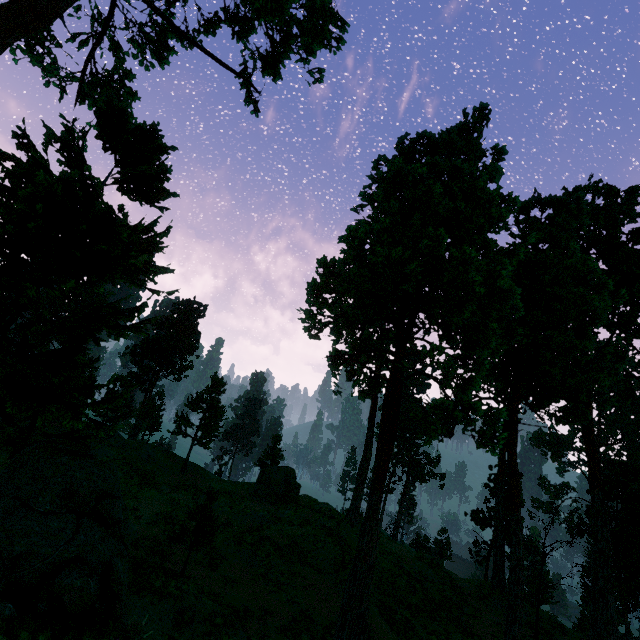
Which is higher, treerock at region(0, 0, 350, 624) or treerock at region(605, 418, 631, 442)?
treerock at region(605, 418, 631, 442)

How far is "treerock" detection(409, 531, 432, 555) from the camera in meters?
56.3

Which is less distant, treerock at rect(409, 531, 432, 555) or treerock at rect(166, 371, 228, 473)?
treerock at rect(166, 371, 228, 473)

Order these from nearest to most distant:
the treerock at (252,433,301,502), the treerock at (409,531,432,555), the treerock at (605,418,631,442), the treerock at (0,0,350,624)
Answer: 1. the treerock at (0,0,350,624)
2. the treerock at (252,433,301,502)
3. the treerock at (409,531,432,555)
4. the treerock at (605,418,631,442)

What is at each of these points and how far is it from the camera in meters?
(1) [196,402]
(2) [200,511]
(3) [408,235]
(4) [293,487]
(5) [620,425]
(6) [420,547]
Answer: (1) treerock, 37.0 m
(2) treerock, 14.8 m
(3) treerock, 13.3 m
(4) treerock, 33.4 m
(5) treerock, 57.5 m
(6) treerock, 57.1 m

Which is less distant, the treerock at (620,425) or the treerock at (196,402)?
the treerock at (196,402)

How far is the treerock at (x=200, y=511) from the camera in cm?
1445
